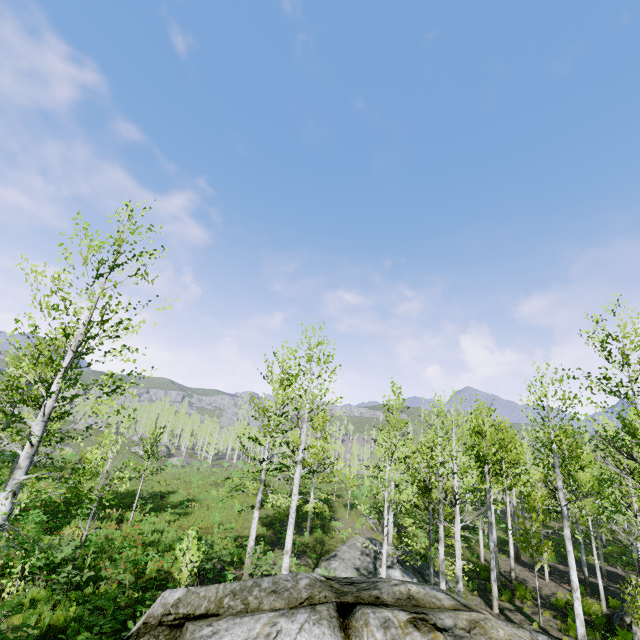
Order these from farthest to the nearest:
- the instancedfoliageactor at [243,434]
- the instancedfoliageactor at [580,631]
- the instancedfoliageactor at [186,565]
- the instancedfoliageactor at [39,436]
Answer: the instancedfoliageactor at [243,434]
the instancedfoliageactor at [580,631]
the instancedfoliageactor at [186,565]
the instancedfoliageactor at [39,436]

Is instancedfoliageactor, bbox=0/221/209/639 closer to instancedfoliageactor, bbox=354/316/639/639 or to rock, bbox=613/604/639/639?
instancedfoliageactor, bbox=354/316/639/639

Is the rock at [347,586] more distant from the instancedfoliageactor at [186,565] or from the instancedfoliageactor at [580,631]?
the instancedfoliageactor at [580,631]

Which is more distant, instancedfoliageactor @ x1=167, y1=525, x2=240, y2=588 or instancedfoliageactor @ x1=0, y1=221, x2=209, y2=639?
instancedfoliageactor @ x1=167, y1=525, x2=240, y2=588

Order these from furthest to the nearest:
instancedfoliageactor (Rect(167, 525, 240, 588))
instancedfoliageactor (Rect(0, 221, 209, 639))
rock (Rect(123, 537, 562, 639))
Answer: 1. instancedfoliageactor (Rect(167, 525, 240, 588))
2. instancedfoliageactor (Rect(0, 221, 209, 639))
3. rock (Rect(123, 537, 562, 639))

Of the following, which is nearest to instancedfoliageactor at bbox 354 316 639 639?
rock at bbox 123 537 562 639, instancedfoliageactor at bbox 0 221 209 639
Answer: instancedfoliageactor at bbox 0 221 209 639

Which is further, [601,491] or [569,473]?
Answer: [601,491]
